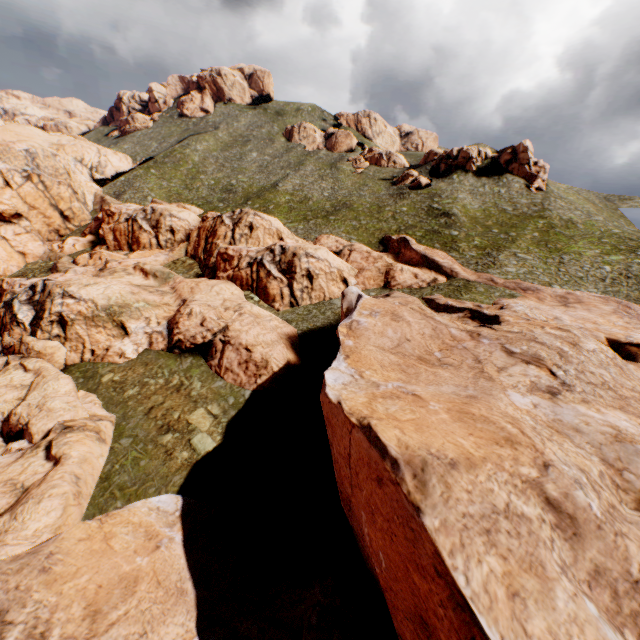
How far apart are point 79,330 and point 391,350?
30.42m
